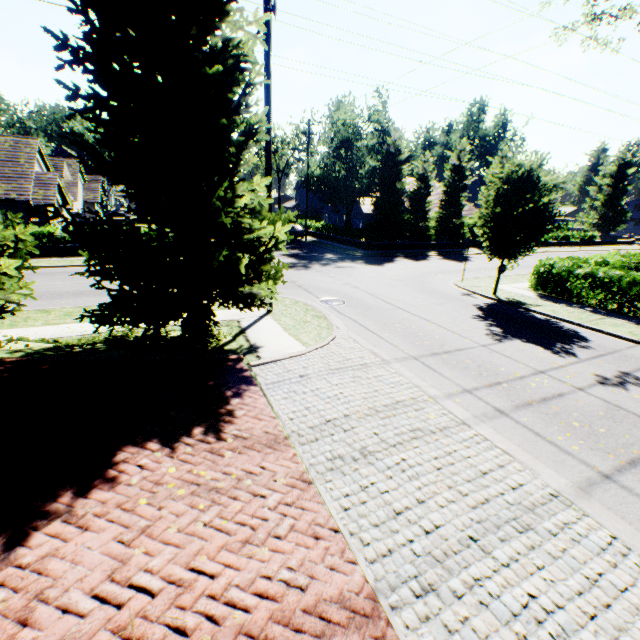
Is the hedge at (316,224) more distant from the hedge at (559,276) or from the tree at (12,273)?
the hedge at (559,276)

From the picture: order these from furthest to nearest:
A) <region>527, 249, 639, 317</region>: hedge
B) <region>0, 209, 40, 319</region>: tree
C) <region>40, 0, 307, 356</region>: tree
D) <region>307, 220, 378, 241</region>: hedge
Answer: <region>307, 220, 378, 241</region>: hedge
<region>527, 249, 639, 317</region>: hedge
<region>0, 209, 40, 319</region>: tree
<region>40, 0, 307, 356</region>: tree

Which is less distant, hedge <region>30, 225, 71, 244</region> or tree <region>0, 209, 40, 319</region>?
tree <region>0, 209, 40, 319</region>

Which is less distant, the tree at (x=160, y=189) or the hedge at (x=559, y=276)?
the tree at (x=160, y=189)

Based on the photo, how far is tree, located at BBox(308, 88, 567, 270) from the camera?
13.95m

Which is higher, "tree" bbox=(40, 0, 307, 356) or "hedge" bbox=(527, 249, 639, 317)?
"tree" bbox=(40, 0, 307, 356)

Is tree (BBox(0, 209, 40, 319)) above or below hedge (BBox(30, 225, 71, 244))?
above

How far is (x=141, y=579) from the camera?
3.2 meters
